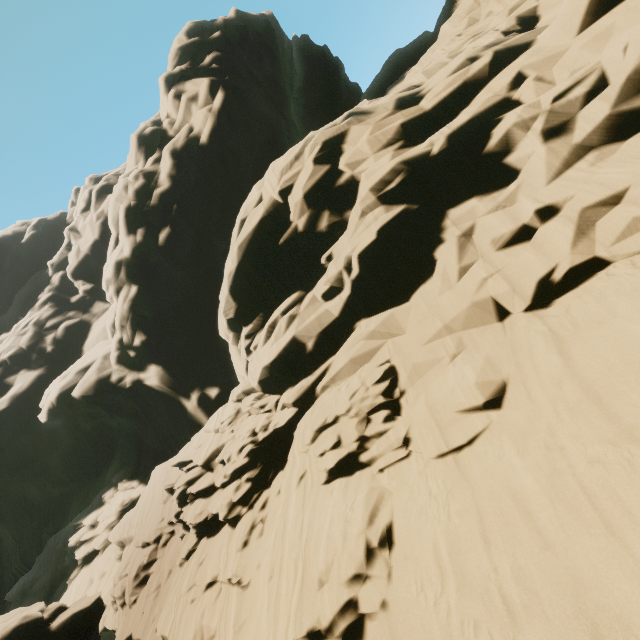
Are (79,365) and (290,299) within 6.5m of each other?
no
